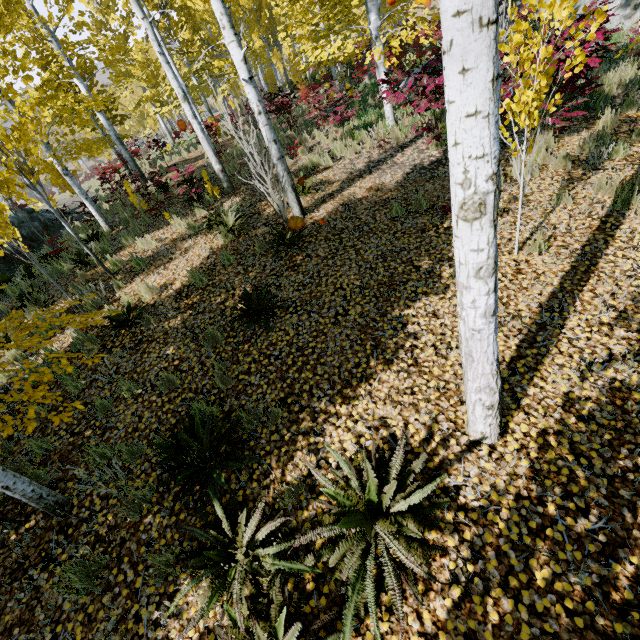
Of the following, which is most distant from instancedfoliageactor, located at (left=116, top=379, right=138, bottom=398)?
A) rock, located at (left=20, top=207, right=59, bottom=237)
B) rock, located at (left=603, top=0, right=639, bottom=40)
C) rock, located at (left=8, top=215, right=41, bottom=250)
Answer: rock, located at (left=20, top=207, right=59, bottom=237)

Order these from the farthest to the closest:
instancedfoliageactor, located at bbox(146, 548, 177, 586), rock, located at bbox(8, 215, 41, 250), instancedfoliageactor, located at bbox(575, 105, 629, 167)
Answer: rock, located at bbox(8, 215, 41, 250) < instancedfoliageactor, located at bbox(575, 105, 629, 167) < instancedfoliageactor, located at bbox(146, 548, 177, 586)

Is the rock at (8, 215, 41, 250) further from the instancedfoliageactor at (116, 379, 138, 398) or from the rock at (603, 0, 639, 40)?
the rock at (603, 0, 639, 40)

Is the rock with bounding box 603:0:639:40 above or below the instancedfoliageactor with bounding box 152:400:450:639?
above

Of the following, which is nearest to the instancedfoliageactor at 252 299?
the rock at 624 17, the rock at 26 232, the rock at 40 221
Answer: the rock at 624 17

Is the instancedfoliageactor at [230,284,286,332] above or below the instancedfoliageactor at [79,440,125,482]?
above

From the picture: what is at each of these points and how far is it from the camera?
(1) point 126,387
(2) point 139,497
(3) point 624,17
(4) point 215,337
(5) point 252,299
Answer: (1) instancedfoliageactor, 4.57m
(2) instancedfoliageactor, 3.42m
(3) rock, 9.83m
(4) instancedfoliageactor, 4.75m
(5) instancedfoliageactor, 4.82m

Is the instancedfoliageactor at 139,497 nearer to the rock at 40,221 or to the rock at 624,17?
the rock at 624,17
